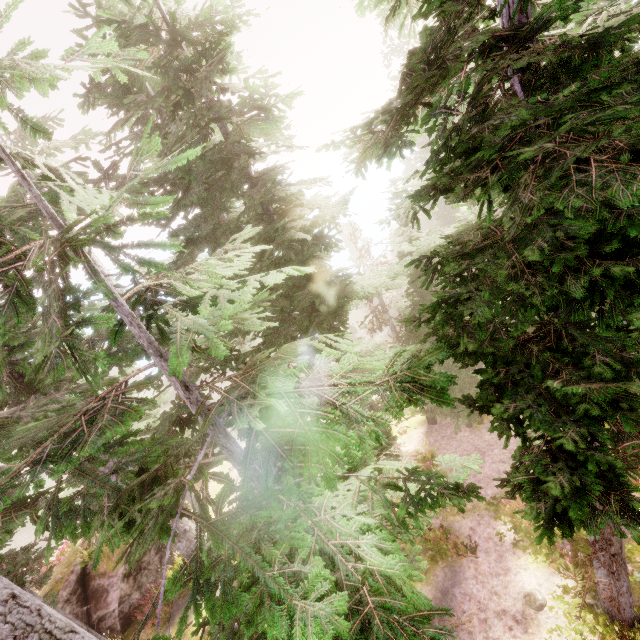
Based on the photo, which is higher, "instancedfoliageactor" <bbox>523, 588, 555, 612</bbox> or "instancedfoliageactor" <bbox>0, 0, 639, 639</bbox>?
"instancedfoliageactor" <bbox>0, 0, 639, 639</bbox>

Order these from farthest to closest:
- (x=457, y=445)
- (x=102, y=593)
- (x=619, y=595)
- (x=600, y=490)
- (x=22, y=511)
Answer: (x=457, y=445)
(x=102, y=593)
(x=619, y=595)
(x=22, y=511)
(x=600, y=490)

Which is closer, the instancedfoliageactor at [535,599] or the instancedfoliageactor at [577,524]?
the instancedfoliageactor at [577,524]

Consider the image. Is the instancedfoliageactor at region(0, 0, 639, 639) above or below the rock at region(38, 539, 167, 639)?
above

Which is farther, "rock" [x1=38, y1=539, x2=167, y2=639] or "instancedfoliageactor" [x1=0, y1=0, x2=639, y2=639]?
"rock" [x1=38, y1=539, x2=167, y2=639]

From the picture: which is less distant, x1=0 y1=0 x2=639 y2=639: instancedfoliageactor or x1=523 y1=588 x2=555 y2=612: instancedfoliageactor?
x1=0 y1=0 x2=639 y2=639: instancedfoliageactor

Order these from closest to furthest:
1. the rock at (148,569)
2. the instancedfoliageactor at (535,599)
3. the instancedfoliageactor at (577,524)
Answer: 1. the instancedfoliageactor at (577,524)
2. the instancedfoliageactor at (535,599)
3. the rock at (148,569)

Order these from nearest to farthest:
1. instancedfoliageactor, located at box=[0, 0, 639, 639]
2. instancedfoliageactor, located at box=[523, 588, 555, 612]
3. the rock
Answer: instancedfoliageactor, located at box=[0, 0, 639, 639] < instancedfoliageactor, located at box=[523, 588, 555, 612] < the rock
